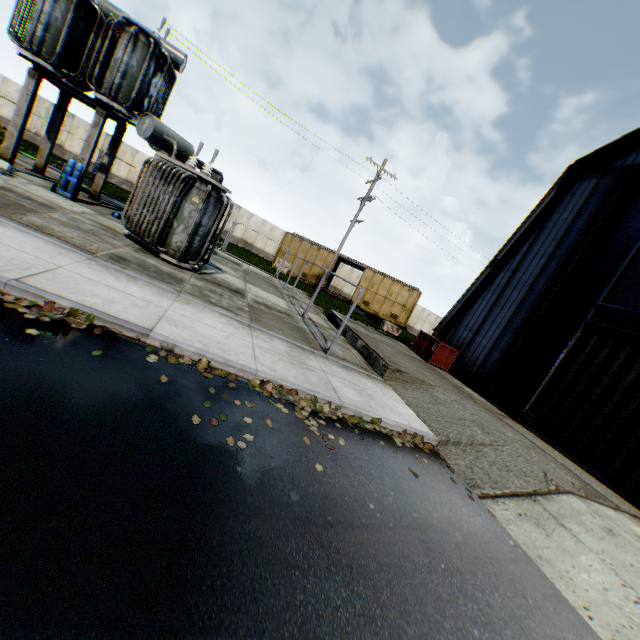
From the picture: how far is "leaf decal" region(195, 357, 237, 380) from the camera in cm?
518

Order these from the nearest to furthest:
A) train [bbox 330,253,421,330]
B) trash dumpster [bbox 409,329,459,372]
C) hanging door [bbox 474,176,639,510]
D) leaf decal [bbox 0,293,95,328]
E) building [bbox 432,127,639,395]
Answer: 1. leaf decal [bbox 0,293,95,328]
2. hanging door [bbox 474,176,639,510]
3. building [bbox 432,127,639,395]
4. trash dumpster [bbox 409,329,459,372]
5. train [bbox 330,253,421,330]

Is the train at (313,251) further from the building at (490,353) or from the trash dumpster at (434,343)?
the trash dumpster at (434,343)

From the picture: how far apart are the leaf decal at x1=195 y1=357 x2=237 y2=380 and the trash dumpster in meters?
11.7 m

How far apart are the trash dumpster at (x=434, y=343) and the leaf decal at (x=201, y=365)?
11.7m

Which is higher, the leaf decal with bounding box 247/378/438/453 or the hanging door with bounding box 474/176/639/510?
the hanging door with bounding box 474/176/639/510

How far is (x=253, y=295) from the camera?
12.3m

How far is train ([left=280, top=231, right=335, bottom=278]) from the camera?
27.8 meters
